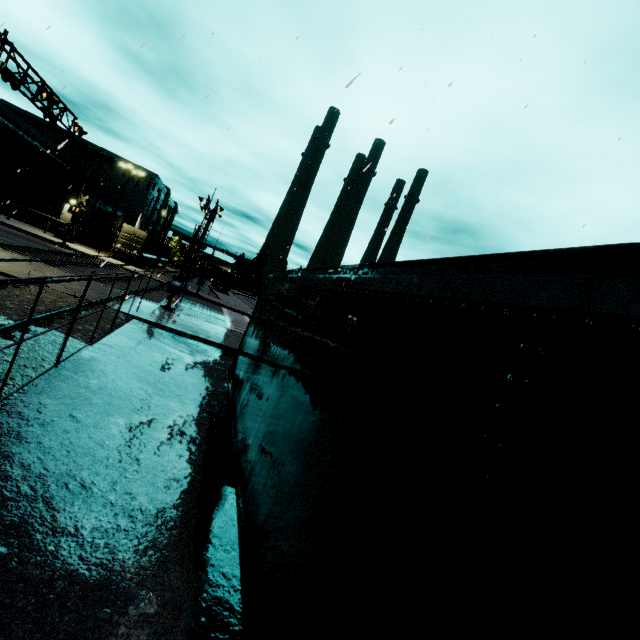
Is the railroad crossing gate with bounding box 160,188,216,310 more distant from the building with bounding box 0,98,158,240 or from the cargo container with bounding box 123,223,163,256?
the building with bounding box 0,98,158,240

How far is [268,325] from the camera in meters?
5.8

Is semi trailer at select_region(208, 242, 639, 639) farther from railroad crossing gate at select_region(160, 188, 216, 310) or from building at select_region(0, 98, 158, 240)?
railroad crossing gate at select_region(160, 188, 216, 310)

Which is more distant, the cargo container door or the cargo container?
Answer: the cargo container

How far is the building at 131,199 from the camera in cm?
5606

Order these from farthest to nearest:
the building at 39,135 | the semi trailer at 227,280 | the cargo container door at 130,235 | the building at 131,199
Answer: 1. the building at 131,199
2. the semi trailer at 227,280
3. the building at 39,135
4. the cargo container door at 130,235

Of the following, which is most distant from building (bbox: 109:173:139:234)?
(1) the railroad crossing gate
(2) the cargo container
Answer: (1) the railroad crossing gate

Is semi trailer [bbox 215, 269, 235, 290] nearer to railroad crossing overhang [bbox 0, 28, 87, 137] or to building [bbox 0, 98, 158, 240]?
building [bbox 0, 98, 158, 240]
